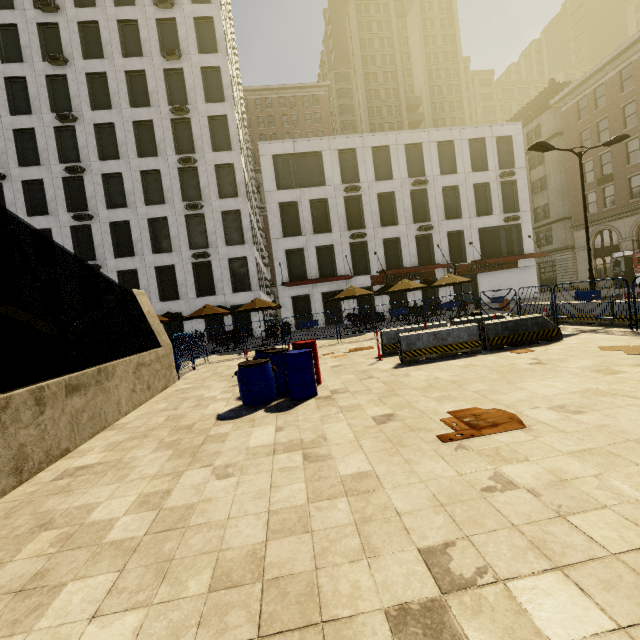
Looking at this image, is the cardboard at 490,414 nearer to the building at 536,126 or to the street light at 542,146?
the street light at 542,146

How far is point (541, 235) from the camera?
38.56m

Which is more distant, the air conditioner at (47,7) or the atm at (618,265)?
the atm at (618,265)

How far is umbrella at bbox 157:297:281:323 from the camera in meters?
18.3 m

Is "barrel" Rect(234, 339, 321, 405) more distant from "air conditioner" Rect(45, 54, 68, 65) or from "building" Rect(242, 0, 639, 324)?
"air conditioner" Rect(45, 54, 68, 65)

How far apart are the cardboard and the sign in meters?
23.5

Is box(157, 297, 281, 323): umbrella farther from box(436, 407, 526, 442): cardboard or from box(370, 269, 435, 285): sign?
box(436, 407, 526, 442): cardboard

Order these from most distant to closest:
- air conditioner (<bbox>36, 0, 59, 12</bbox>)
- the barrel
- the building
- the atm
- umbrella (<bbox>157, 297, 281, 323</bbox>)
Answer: the building → the atm → air conditioner (<bbox>36, 0, 59, 12</bbox>) → umbrella (<bbox>157, 297, 281, 323</bbox>) → the barrel
